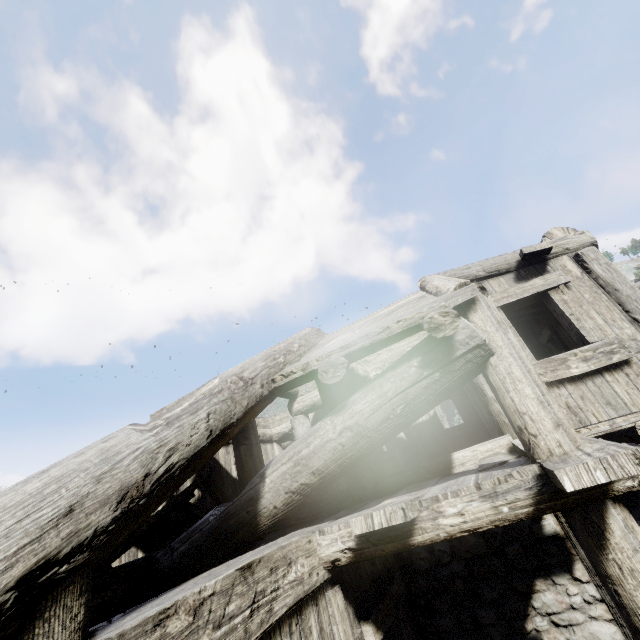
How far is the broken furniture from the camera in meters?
4.2 m

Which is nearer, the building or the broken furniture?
the building

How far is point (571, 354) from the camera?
4.6m

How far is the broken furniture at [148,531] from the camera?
4.2 meters

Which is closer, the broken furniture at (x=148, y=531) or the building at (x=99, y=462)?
the building at (x=99, y=462)
